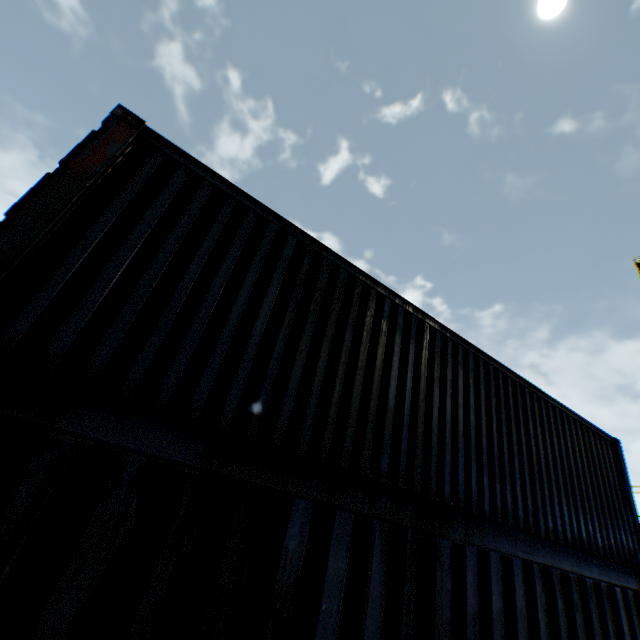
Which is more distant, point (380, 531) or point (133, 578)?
point (380, 531)
